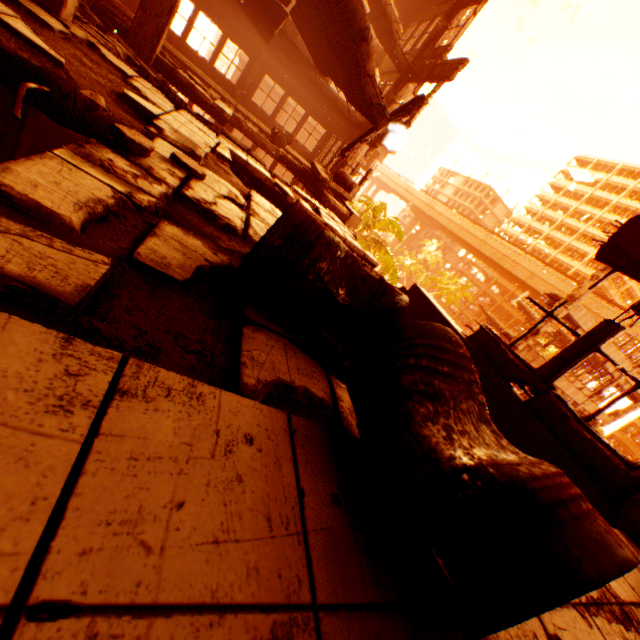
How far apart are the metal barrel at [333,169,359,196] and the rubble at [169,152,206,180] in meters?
9.5

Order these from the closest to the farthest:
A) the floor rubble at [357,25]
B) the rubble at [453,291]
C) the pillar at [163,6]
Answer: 1. the floor rubble at [357,25]
2. the pillar at [163,6]
3. the rubble at [453,291]

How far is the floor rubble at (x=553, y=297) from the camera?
17.1 meters

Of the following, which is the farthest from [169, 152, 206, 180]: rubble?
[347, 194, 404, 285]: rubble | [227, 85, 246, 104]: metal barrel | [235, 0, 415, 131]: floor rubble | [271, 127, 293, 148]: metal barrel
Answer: [227, 85, 246, 104]: metal barrel

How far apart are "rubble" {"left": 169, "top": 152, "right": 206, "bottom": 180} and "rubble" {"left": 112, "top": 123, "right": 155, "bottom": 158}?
0.20m

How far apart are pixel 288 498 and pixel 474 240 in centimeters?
6190cm

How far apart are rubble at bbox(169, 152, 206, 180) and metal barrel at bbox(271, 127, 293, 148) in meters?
10.9

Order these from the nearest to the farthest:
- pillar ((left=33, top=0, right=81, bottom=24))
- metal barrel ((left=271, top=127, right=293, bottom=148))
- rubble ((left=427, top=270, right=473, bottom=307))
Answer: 1. pillar ((left=33, top=0, right=81, bottom=24))
2. metal barrel ((left=271, top=127, right=293, bottom=148))
3. rubble ((left=427, top=270, right=473, bottom=307))
